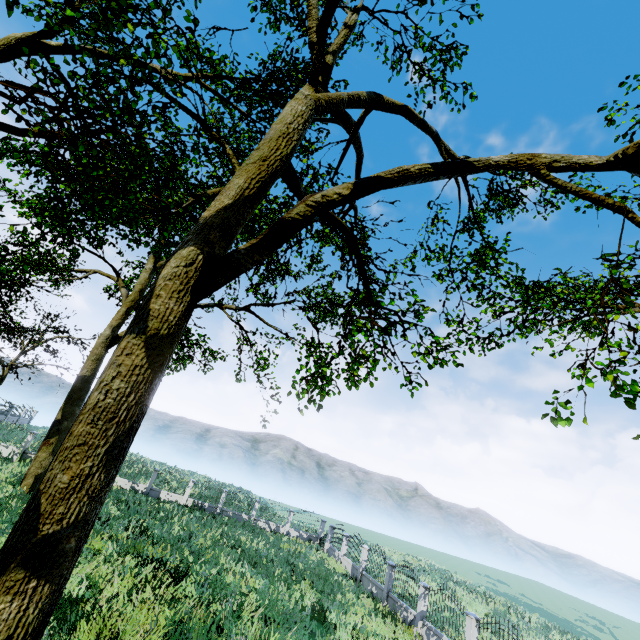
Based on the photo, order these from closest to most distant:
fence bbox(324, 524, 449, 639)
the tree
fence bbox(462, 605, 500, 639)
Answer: the tree, fence bbox(462, 605, 500, 639), fence bbox(324, 524, 449, 639)

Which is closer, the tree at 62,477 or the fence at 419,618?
the tree at 62,477

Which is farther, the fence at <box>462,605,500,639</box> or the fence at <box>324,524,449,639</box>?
the fence at <box>324,524,449,639</box>

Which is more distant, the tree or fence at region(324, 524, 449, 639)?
fence at region(324, 524, 449, 639)

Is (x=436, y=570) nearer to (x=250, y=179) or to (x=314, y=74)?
(x=250, y=179)

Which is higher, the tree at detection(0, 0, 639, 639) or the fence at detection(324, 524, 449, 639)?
the tree at detection(0, 0, 639, 639)

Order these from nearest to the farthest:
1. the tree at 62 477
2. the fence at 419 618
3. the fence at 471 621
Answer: the tree at 62 477
the fence at 471 621
the fence at 419 618
